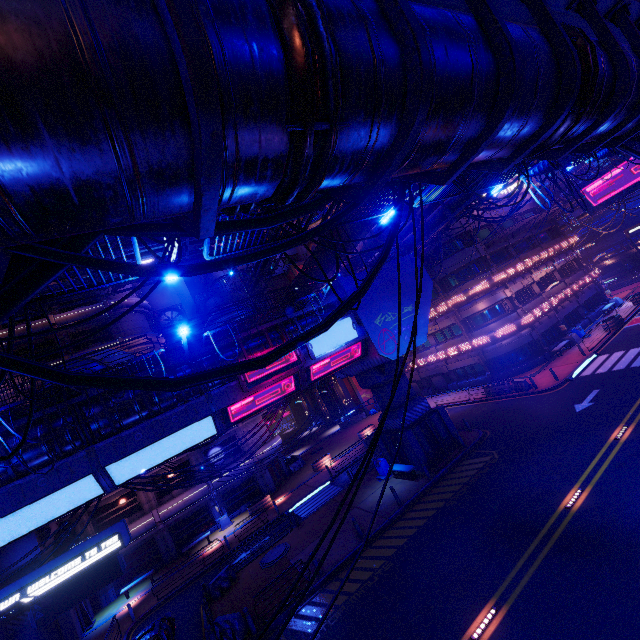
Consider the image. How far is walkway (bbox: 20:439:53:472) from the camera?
12.6 meters

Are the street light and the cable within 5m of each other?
no

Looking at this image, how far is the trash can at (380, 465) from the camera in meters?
23.0

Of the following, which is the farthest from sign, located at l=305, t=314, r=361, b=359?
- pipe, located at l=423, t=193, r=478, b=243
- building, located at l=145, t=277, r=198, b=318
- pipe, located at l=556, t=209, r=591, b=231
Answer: pipe, located at l=556, t=209, r=591, b=231

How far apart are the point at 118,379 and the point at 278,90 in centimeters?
269cm

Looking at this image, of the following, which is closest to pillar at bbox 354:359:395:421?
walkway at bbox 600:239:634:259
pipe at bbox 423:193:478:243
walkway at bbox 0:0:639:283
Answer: pipe at bbox 423:193:478:243

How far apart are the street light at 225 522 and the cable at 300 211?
32.68m

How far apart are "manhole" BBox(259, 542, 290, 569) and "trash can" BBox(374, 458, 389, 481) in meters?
7.1 m
